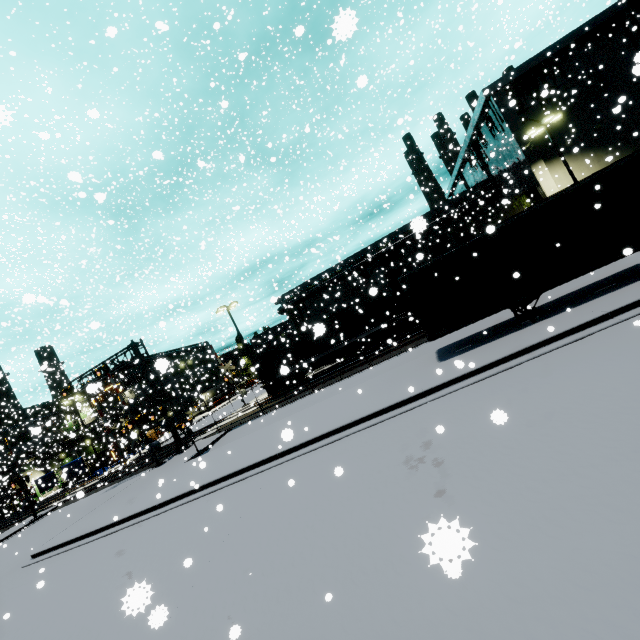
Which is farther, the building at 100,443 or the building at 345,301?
the building at 100,443

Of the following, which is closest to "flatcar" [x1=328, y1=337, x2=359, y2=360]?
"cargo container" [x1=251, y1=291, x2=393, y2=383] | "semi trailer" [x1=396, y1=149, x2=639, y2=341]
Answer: "cargo container" [x1=251, y1=291, x2=393, y2=383]

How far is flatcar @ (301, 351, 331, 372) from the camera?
25.9 meters

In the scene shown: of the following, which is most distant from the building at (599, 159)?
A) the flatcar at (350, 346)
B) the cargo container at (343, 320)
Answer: the flatcar at (350, 346)

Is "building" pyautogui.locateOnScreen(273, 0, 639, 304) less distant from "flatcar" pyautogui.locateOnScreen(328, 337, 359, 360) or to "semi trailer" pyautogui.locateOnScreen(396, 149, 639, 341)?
"semi trailer" pyautogui.locateOnScreen(396, 149, 639, 341)

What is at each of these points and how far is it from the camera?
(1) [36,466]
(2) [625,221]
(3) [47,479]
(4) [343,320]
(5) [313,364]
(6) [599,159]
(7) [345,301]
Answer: (1) building, 53.1 meters
(2) semi trailer, 10.2 meters
(3) tarp, 42.0 meters
(4) cargo container, 25.4 meters
(5) flatcar, 26.4 meters
(6) building, 26.4 meters
(7) building, 43.4 meters

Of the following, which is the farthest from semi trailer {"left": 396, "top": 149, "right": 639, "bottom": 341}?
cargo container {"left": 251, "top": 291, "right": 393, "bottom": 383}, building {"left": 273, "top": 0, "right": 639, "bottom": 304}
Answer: cargo container {"left": 251, "top": 291, "right": 393, "bottom": 383}

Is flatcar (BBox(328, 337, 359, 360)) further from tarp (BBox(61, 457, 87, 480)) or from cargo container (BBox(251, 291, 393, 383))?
tarp (BBox(61, 457, 87, 480))
